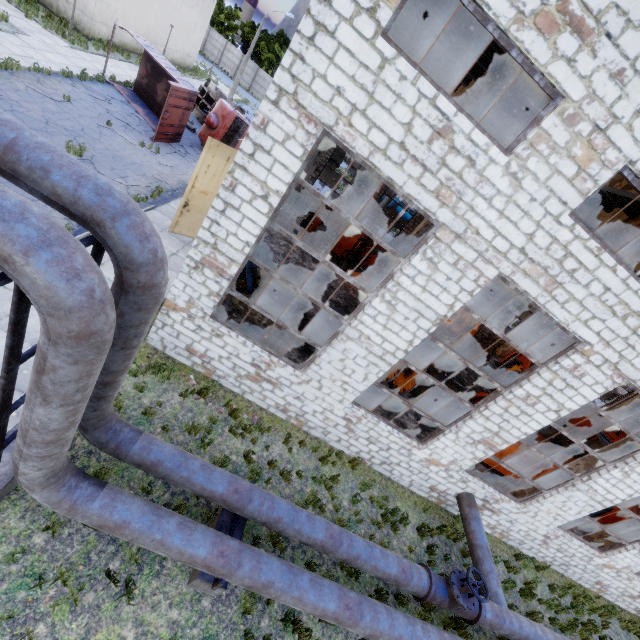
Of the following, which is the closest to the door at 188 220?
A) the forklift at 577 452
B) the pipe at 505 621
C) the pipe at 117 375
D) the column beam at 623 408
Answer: the pipe at 117 375

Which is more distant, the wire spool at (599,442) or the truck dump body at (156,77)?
the wire spool at (599,442)

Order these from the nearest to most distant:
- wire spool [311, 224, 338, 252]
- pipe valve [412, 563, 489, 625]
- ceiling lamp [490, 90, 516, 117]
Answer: pipe valve [412, 563, 489, 625] → ceiling lamp [490, 90, 516, 117] → wire spool [311, 224, 338, 252]

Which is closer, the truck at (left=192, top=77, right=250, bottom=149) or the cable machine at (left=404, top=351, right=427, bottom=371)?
the cable machine at (left=404, top=351, right=427, bottom=371)

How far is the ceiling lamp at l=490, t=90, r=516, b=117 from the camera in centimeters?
954cm

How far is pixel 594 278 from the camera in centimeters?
648cm

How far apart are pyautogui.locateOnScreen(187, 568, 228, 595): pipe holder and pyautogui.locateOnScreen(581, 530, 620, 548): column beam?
14.5m

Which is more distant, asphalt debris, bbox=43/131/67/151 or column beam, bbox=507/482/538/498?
asphalt debris, bbox=43/131/67/151
